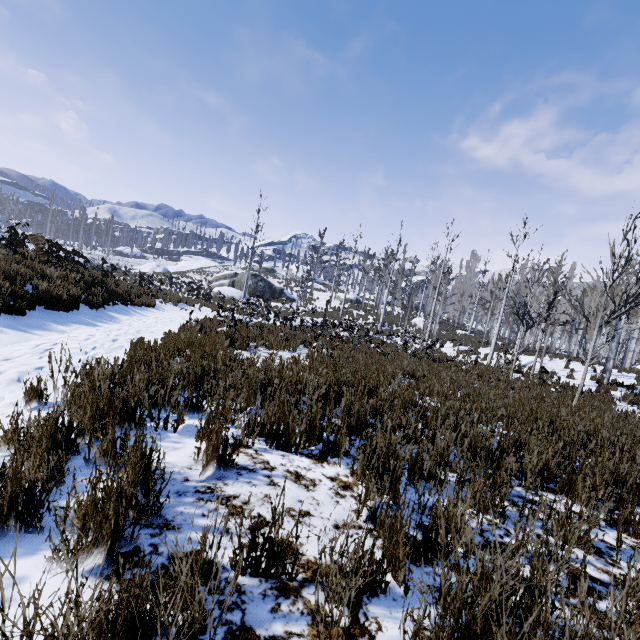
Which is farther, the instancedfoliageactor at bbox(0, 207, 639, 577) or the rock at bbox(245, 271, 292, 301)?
the rock at bbox(245, 271, 292, 301)

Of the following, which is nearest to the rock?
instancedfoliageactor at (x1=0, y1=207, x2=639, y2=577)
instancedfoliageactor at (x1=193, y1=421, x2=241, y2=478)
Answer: instancedfoliageactor at (x1=0, y1=207, x2=639, y2=577)

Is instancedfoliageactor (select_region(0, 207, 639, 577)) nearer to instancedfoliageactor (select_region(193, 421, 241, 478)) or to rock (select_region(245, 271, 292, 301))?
instancedfoliageactor (select_region(193, 421, 241, 478))

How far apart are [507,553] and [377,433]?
1.2m

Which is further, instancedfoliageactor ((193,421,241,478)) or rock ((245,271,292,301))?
rock ((245,271,292,301))

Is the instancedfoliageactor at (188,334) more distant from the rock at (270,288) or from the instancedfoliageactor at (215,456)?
the rock at (270,288)

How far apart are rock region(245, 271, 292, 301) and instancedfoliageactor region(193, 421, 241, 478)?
35.6m

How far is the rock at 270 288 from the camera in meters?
37.6 m
